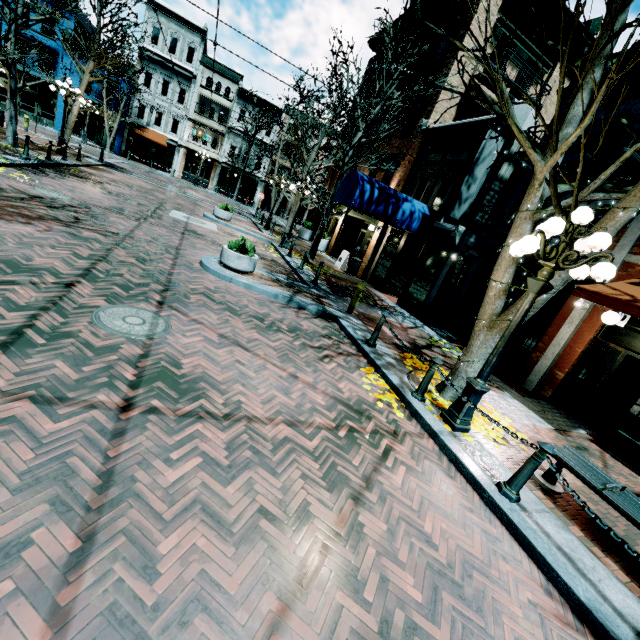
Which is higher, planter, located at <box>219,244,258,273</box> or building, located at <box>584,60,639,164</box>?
building, located at <box>584,60,639,164</box>

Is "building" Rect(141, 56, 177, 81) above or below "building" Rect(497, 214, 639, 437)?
above

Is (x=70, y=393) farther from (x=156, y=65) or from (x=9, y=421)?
(x=156, y=65)

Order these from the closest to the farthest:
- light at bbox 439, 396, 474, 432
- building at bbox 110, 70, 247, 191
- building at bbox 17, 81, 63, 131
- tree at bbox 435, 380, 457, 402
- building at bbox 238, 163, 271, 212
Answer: light at bbox 439, 396, 474, 432 < tree at bbox 435, 380, 457, 402 < building at bbox 17, 81, 63, 131 < building at bbox 110, 70, 247, 191 < building at bbox 238, 163, 271, 212

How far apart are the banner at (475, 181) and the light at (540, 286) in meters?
6.6 m

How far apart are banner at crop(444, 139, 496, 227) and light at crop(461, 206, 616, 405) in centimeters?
656cm

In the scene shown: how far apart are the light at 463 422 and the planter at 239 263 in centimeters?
613cm

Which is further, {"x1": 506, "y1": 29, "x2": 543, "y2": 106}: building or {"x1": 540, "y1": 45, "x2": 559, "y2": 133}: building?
{"x1": 540, "y1": 45, "x2": 559, "y2": 133}: building
